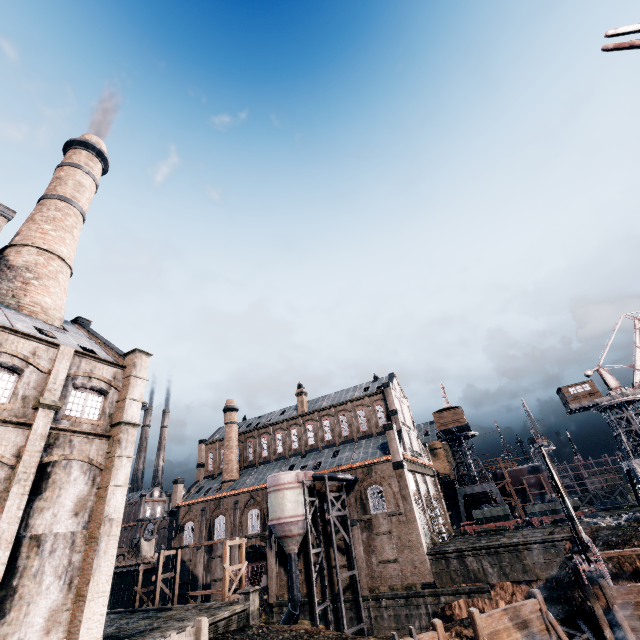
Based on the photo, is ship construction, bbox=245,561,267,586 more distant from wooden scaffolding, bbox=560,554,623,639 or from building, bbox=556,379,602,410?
building, bbox=556,379,602,410

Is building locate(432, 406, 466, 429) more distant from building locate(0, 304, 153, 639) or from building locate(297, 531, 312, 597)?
building locate(0, 304, 153, 639)

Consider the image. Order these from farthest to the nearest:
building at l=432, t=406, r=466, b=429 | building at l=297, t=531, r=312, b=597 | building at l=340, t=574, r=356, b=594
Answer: building at l=432, t=406, r=466, b=429 → building at l=297, t=531, r=312, b=597 → building at l=340, t=574, r=356, b=594

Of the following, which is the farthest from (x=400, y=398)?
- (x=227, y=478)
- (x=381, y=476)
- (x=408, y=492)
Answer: (x=227, y=478)

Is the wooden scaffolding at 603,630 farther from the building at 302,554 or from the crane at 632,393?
the crane at 632,393

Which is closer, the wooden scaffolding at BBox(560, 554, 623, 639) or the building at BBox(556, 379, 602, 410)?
the wooden scaffolding at BBox(560, 554, 623, 639)

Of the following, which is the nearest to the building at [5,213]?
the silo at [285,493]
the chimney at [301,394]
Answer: the silo at [285,493]

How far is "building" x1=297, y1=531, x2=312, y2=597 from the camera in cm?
3684
